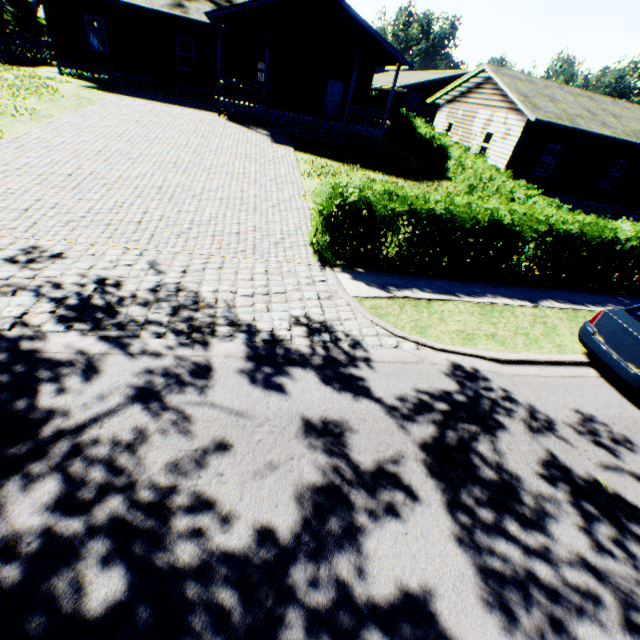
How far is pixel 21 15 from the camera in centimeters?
4003cm

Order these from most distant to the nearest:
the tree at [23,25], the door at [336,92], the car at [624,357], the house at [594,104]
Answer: the tree at [23,25] < the door at [336,92] < the house at [594,104] < the car at [624,357]

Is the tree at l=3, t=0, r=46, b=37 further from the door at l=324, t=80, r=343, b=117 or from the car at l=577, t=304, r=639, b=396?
the door at l=324, t=80, r=343, b=117

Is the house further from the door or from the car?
the car

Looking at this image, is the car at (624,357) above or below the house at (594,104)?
below

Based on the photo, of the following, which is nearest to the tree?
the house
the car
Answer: the house

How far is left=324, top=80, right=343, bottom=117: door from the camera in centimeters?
2278cm

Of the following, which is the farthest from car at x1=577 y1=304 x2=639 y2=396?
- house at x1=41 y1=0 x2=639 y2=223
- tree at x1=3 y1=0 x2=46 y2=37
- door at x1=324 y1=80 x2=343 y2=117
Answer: tree at x1=3 y1=0 x2=46 y2=37
